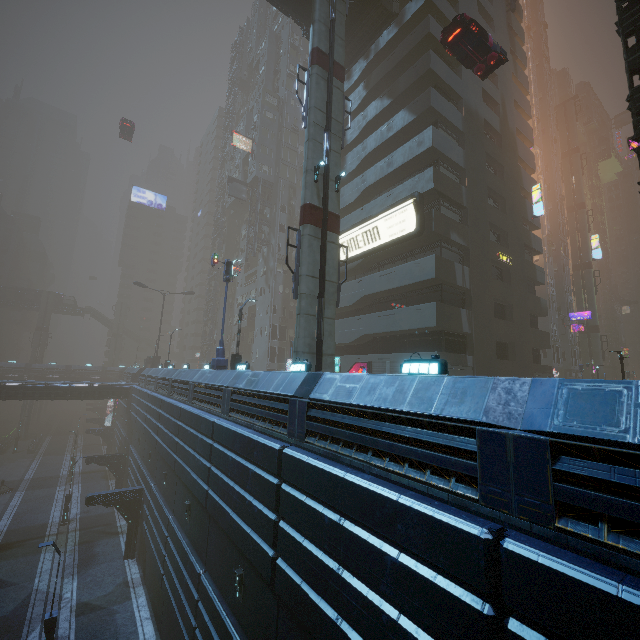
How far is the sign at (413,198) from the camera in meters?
20.7 m

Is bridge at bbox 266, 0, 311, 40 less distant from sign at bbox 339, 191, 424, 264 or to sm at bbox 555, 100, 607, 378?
sign at bbox 339, 191, 424, 264

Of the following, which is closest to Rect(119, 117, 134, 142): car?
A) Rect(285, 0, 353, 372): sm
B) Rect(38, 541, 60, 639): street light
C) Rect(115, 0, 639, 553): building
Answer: Rect(115, 0, 639, 553): building

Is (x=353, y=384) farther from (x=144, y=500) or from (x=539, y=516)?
(x=144, y=500)

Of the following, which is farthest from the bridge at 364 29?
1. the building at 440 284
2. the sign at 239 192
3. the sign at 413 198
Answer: the sign at 239 192

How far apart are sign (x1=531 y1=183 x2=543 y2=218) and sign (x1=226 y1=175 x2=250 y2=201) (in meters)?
35.70

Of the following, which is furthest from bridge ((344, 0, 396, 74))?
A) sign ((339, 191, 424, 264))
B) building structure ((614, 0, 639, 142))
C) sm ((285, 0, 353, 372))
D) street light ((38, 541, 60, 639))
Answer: street light ((38, 541, 60, 639))

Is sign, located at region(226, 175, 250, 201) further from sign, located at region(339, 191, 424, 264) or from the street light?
the street light
